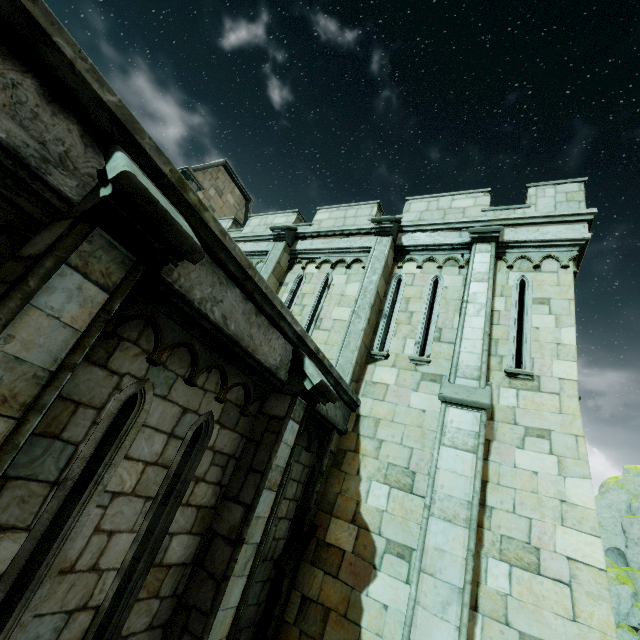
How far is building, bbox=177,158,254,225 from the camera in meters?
17.9 m

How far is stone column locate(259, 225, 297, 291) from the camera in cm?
1029

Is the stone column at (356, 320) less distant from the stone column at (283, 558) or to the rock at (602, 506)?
the stone column at (283, 558)

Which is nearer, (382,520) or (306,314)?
(382,520)

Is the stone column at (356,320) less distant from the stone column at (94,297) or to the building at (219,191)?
the building at (219,191)

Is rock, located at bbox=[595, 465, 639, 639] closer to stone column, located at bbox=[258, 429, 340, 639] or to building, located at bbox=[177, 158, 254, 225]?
building, located at bbox=[177, 158, 254, 225]

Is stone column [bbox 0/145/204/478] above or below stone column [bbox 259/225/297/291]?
below

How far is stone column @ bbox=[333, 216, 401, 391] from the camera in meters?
7.4 m
